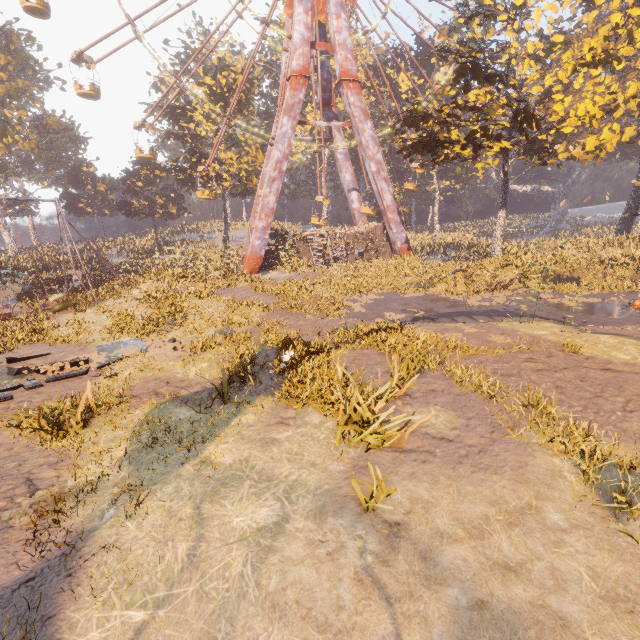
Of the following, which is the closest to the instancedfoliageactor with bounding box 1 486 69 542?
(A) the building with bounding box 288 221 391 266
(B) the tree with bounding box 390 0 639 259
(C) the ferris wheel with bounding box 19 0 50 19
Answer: (B) the tree with bounding box 390 0 639 259

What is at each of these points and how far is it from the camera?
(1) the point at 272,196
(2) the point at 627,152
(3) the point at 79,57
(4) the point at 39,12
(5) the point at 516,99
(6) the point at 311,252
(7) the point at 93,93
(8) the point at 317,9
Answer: (1) metal support, 26.3 meters
(2) instancedfoliageactor, 41.7 meters
(3) ferris wheel, 23.5 meters
(4) ferris wheel, 22.9 meters
(5) tree, 14.9 meters
(6) building, 29.5 meters
(7) ferris wheel, 24.5 meters
(8) ferris wheel, 26.7 meters

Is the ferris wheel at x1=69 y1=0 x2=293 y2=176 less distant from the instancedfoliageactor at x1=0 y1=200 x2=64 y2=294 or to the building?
the building

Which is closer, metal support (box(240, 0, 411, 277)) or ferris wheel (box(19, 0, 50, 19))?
ferris wheel (box(19, 0, 50, 19))

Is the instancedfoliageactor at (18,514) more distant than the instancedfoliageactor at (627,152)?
No

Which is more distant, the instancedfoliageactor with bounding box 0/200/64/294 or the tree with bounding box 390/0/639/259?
the instancedfoliageactor with bounding box 0/200/64/294

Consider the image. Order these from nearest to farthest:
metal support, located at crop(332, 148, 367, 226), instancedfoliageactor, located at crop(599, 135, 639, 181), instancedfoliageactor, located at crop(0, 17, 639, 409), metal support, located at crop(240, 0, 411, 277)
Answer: instancedfoliageactor, located at crop(0, 17, 639, 409) < metal support, located at crop(240, 0, 411, 277) < metal support, located at crop(332, 148, 367, 226) < instancedfoliageactor, located at crop(599, 135, 639, 181)

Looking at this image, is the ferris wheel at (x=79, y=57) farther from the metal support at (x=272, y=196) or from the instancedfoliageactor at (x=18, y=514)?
the instancedfoliageactor at (x=18, y=514)
